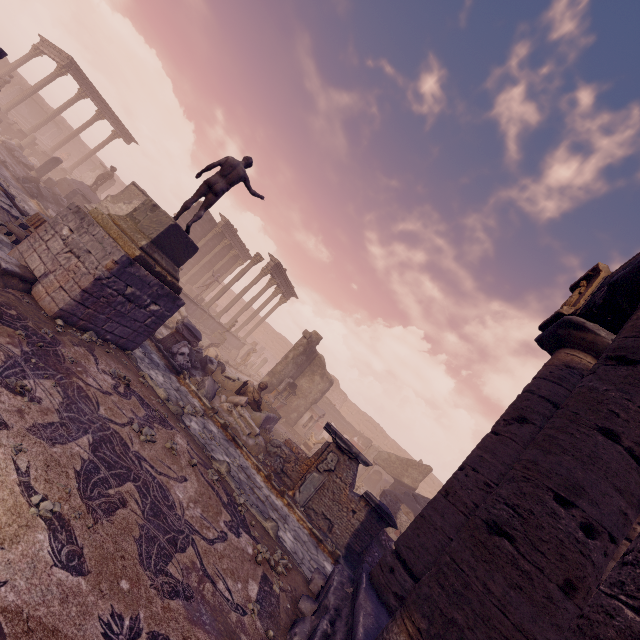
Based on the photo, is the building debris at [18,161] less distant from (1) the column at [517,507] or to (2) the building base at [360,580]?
(2) the building base at [360,580]

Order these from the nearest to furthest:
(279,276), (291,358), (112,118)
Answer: (291,358) < (279,276) < (112,118)

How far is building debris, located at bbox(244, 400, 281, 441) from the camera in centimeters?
1100cm

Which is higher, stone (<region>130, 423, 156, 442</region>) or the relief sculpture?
the relief sculpture

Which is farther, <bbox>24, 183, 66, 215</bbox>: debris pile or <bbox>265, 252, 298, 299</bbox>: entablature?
<bbox>265, 252, 298, 299</bbox>: entablature

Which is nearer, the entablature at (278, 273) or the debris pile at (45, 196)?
the debris pile at (45, 196)

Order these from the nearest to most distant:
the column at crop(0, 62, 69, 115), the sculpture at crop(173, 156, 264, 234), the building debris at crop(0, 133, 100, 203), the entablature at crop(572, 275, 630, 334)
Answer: the entablature at crop(572, 275, 630, 334), the sculpture at crop(173, 156, 264, 234), the building debris at crop(0, 133, 100, 203), the column at crop(0, 62, 69, 115)

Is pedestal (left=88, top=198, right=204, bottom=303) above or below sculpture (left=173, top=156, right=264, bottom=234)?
below
